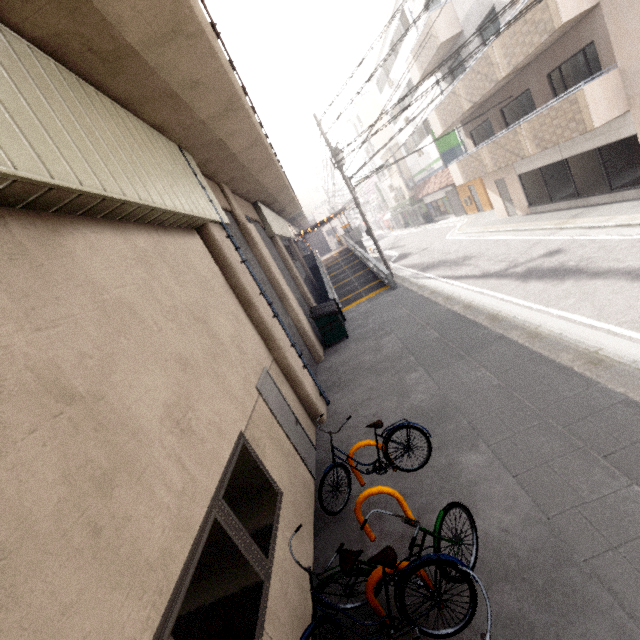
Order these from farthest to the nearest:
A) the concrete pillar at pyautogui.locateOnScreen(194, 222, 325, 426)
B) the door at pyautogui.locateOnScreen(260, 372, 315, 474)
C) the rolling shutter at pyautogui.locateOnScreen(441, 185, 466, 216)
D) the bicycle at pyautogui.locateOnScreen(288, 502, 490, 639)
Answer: the rolling shutter at pyautogui.locateOnScreen(441, 185, 466, 216) < the concrete pillar at pyautogui.locateOnScreen(194, 222, 325, 426) < the door at pyautogui.locateOnScreen(260, 372, 315, 474) < the bicycle at pyautogui.locateOnScreen(288, 502, 490, 639)

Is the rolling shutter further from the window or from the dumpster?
the window

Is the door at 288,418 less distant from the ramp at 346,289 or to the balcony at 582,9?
the ramp at 346,289

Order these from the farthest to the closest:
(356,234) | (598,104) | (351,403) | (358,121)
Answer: (358,121)
(356,234)
(598,104)
(351,403)

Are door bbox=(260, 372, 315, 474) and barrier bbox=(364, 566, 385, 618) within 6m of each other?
yes

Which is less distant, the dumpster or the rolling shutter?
Answer: the dumpster

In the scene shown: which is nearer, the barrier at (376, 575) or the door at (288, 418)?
the barrier at (376, 575)

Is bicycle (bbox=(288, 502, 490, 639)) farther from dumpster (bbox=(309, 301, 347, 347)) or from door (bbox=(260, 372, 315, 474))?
dumpster (bbox=(309, 301, 347, 347))
